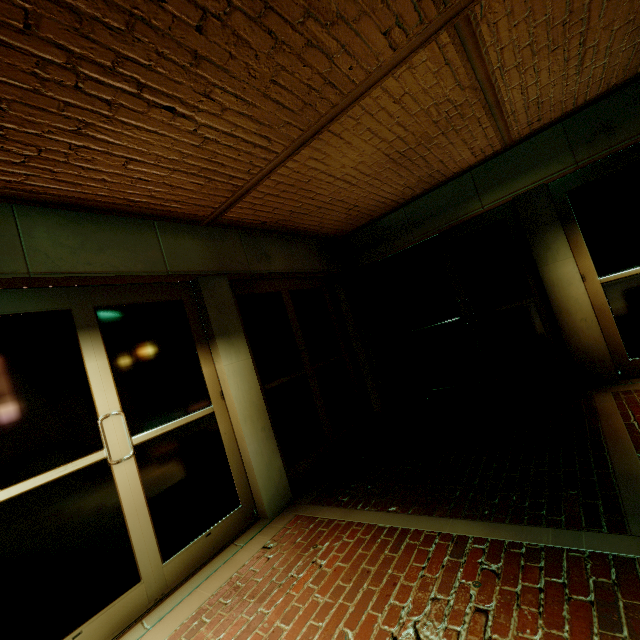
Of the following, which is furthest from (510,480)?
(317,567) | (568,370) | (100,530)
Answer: (100,530)
